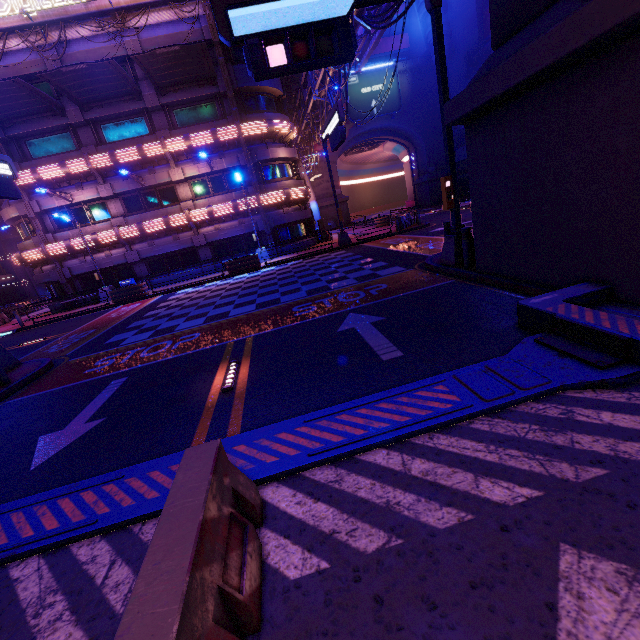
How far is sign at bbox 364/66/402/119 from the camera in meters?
42.4

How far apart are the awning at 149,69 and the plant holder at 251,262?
11.5m

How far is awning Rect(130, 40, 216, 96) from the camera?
17.66m

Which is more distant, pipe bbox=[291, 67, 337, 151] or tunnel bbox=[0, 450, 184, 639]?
pipe bbox=[291, 67, 337, 151]

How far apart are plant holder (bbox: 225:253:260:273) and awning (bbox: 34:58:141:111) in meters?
11.8 m

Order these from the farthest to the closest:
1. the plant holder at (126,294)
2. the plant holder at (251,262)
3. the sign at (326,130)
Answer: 1. the plant holder at (251,262)
2. the plant holder at (126,294)
3. the sign at (326,130)

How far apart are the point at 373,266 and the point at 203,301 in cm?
788

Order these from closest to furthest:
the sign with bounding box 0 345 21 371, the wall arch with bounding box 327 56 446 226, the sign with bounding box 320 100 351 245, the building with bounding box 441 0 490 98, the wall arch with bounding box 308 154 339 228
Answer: the sign with bounding box 0 345 21 371
the sign with bounding box 320 100 351 245
the building with bounding box 441 0 490 98
the wall arch with bounding box 327 56 446 226
the wall arch with bounding box 308 154 339 228
